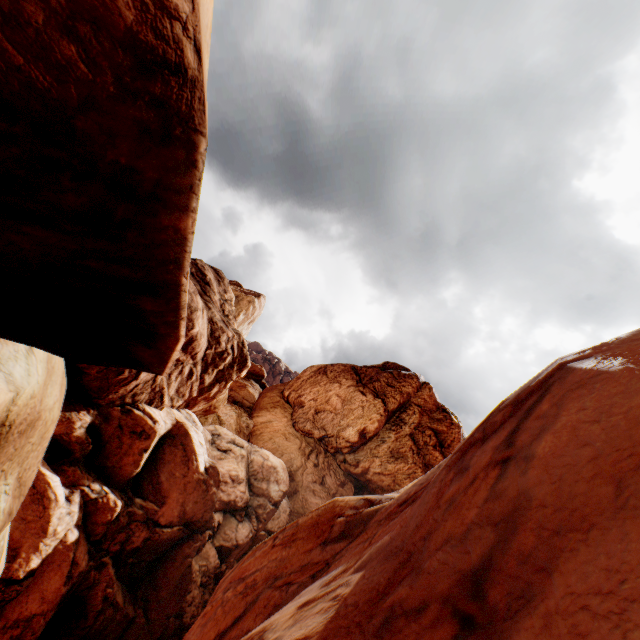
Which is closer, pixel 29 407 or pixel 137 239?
→ pixel 137 239
